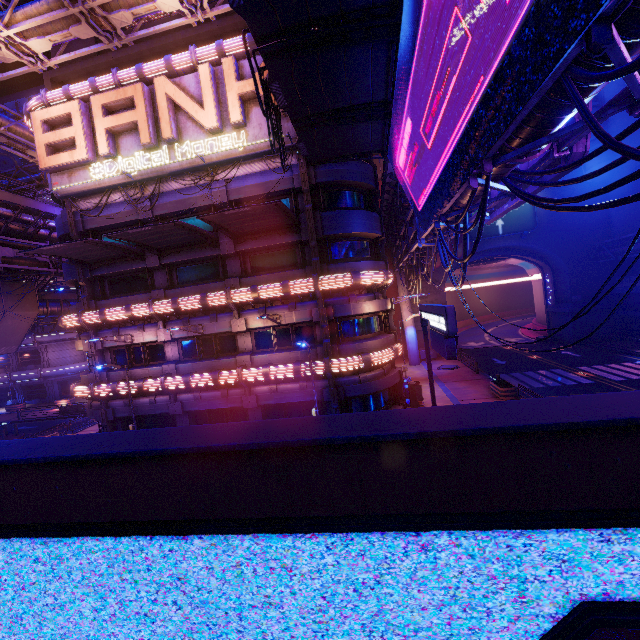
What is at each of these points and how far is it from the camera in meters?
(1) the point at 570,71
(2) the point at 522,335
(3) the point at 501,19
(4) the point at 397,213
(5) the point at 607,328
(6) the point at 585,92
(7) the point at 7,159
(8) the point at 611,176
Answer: (1) cable, 4.7
(2) tunnel, 46.3
(3) sign, 5.2
(4) walkway, 25.5
(5) wall arch, 35.1
(6) pipe, 5.7
(7) satellite dish, 45.7
(8) building, 33.9

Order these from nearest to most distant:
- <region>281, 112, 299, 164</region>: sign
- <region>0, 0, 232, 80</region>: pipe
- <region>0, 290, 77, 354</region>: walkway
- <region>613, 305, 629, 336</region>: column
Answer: <region>0, 0, 232, 80</region>: pipe
<region>281, 112, 299, 164</region>: sign
<region>0, 290, 77, 354</region>: walkway
<region>613, 305, 629, 336</region>: column

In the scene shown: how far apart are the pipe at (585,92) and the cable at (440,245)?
0.0m

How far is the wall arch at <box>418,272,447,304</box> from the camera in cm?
3803

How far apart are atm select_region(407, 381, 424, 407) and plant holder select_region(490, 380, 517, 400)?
5.0m

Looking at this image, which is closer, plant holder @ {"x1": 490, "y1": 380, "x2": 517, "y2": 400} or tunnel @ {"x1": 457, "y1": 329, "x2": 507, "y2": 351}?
plant holder @ {"x1": 490, "y1": 380, "x2": 517, "y2": 400}

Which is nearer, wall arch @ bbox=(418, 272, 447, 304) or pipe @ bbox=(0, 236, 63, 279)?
pipe @ bbox=(0, 236, 63, 279)

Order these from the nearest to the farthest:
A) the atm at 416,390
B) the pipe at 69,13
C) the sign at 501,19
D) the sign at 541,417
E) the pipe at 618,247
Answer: the sign at 541,417 → the sign at 501,19 → the pipe at 69,13 → the atm at 416,390 → the pipe at 618,247
